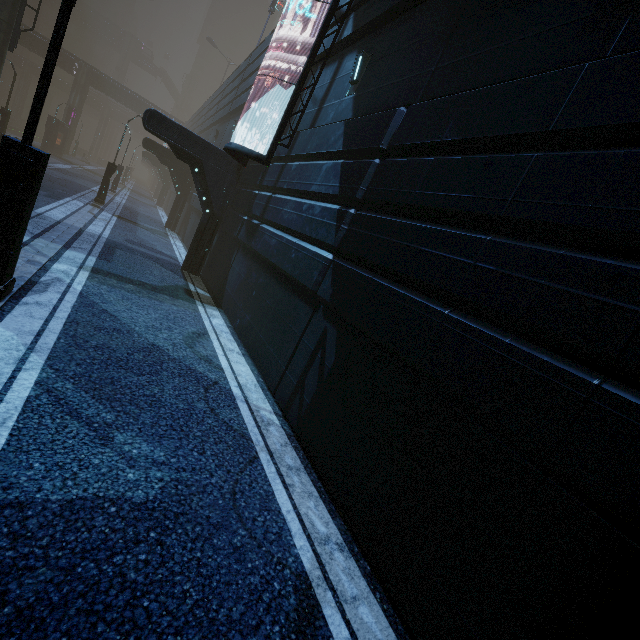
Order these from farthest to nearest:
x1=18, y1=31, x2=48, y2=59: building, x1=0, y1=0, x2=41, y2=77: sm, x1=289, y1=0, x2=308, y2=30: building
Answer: x1=18, y1=31, x2=48, y2=59: building → x1=0, y1=0, x2=41, y2=77: sm → x1=289, y1=0, x2=308, y2=30: building

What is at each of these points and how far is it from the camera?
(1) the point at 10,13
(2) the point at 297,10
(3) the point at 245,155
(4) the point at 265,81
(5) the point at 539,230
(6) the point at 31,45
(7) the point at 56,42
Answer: (1) sm, 16.66m
(2) building, 13.23m
(3) sign, 9.53m
(4) building, 14.14m
(5) building, 3.18m
(6) building, 40.03m
(7) street light, 4.53m

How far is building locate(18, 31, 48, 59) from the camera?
39.25m

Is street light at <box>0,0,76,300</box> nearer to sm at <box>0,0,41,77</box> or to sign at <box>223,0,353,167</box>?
sign at <box>223,0,353,167</box>

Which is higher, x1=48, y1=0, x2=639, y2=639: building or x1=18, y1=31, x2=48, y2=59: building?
x1=18, y1=31, x2=48, y2=59: building

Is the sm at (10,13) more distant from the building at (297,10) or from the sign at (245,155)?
the sign at (245,155)

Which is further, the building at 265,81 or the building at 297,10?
the building at 265,81
